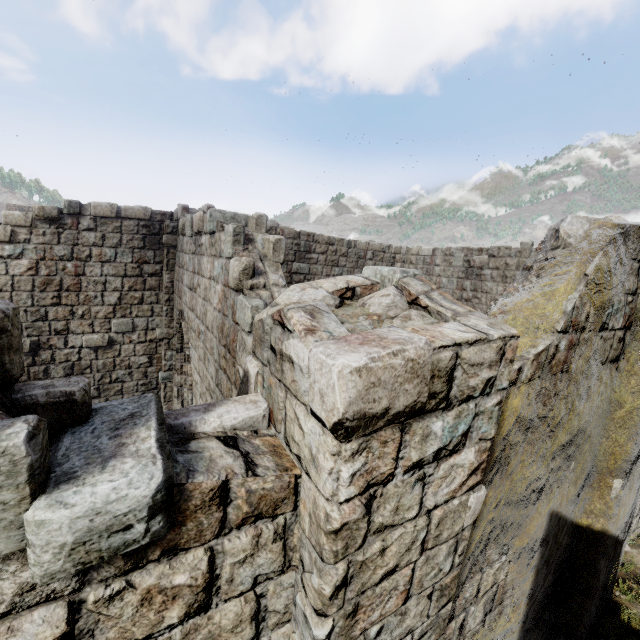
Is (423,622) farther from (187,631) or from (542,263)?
(542,263)
